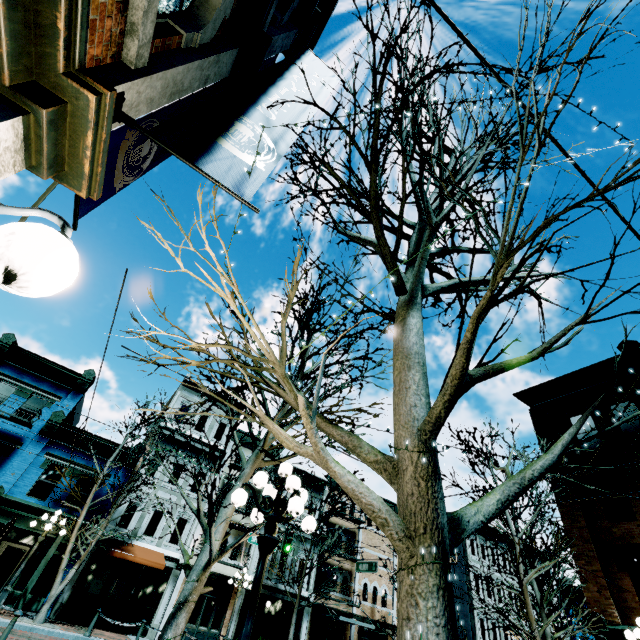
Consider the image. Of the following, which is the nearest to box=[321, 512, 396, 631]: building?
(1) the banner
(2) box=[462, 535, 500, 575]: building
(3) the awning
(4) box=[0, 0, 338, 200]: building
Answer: (3) the awning

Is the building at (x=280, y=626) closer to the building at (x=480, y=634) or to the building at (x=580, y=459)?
the building at (x=480, y=634)

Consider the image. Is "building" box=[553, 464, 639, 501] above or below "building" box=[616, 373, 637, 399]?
below

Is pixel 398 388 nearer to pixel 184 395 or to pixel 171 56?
pixel 171 56

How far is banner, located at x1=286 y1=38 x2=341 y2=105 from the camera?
4.67m

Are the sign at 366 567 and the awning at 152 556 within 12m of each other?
yes

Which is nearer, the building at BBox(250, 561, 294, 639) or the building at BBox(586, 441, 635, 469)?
the building at BBox(586, 441, 635, 469)

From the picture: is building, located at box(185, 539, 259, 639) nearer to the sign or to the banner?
the sign
